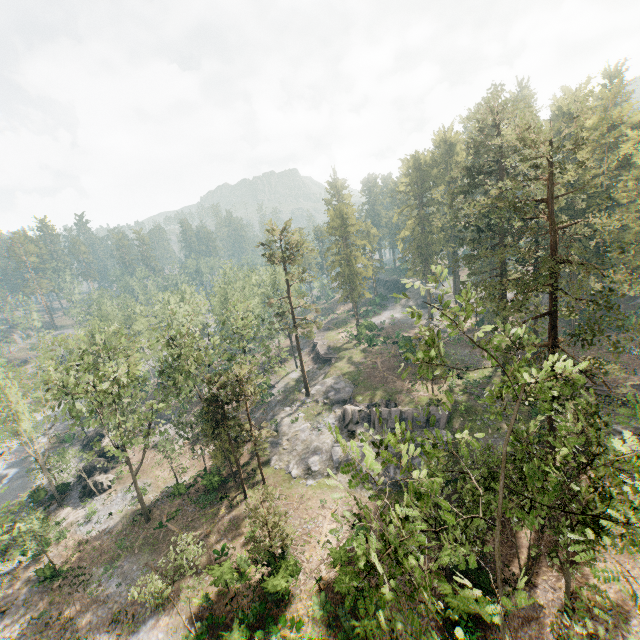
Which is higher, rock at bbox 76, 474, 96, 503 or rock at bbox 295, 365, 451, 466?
rock at bbox 295, 365, 451, 466

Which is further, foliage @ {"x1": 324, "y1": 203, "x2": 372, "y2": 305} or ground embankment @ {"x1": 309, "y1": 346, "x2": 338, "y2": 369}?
foliage @ {"x1": 324, "y1": 203, "x2": 372, "y2": 305}

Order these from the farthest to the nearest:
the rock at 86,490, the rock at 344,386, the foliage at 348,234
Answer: the foliage at 348,234
the rock at 86,490
the rock at 344,386

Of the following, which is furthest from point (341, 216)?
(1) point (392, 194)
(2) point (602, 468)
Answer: (2) point (602, 468)

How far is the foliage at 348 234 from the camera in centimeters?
5534cm

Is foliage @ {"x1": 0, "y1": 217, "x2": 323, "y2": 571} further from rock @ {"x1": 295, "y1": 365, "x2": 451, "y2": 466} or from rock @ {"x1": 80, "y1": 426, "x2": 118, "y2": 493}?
rock @ {"x1": 80, "y1": 426, "x2": 118, "y2": 493}
